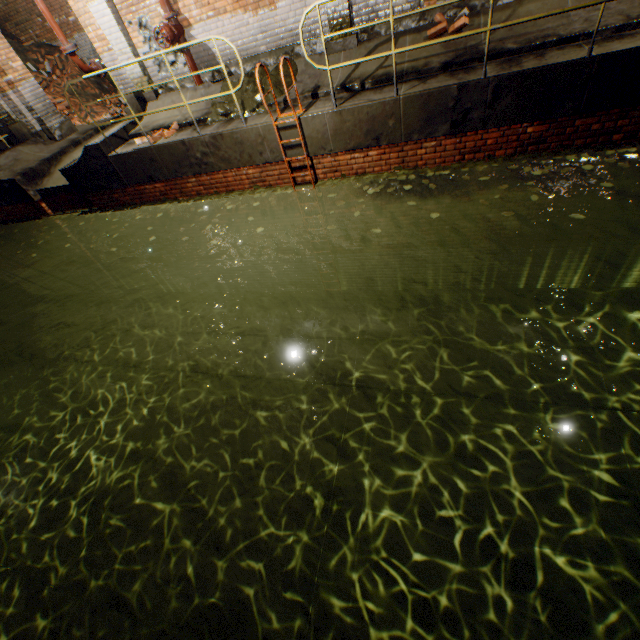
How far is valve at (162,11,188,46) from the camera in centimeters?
657cm

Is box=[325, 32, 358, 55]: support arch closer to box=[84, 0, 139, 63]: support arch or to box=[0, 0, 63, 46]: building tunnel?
box=[84, 0, 139, 63]: support arch

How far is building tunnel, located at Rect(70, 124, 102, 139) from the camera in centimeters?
993cm

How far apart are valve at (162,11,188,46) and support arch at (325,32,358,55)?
3.0m

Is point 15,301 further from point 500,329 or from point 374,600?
point 500,329

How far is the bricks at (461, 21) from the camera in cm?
545

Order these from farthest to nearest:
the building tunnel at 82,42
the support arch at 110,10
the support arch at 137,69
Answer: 1. the building tunnel at 82,42
2. the support arch at 137,69
3. the support arch at 110,10

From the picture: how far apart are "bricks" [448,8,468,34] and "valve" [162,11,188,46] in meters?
5.0 m
